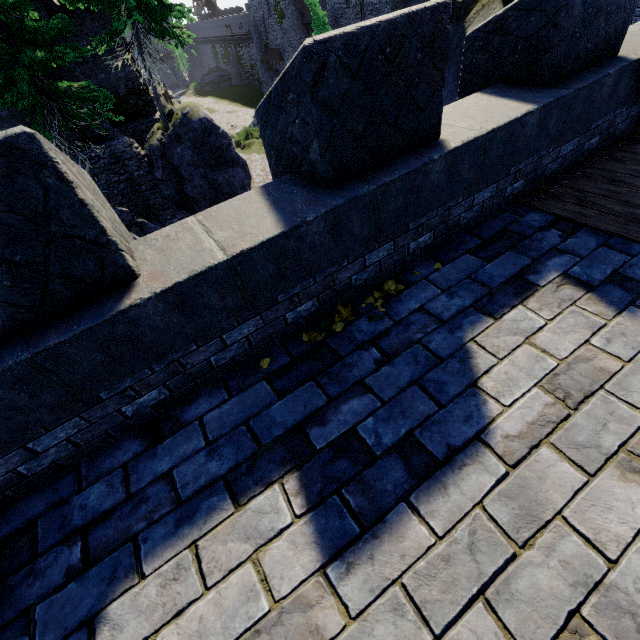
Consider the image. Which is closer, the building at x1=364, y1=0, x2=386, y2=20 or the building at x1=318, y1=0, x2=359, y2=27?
the building at x1=364, y1=0, x2=386, y2=20

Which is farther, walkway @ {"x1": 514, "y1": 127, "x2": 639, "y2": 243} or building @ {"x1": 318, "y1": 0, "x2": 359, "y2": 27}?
building @ {"x1": 318, "y1": 0, "x2": 359, "y2": 27}

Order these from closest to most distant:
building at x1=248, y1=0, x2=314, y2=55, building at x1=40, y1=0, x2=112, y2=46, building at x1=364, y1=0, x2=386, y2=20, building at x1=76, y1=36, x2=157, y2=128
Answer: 1. building at x1=40, y1=0, x2=112, y2=46
2. building at x1=76, y1=36, x2=157, y2=128
3. building at x1=364, y1=0, x2=386, y2=20
4. building at x1=248, y1=0, x2=314, y2=55

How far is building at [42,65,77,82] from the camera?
15.4 meters

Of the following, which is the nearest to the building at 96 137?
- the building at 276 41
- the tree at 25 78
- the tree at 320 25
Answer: the tree at 25 78

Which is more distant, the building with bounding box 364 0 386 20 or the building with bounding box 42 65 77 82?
the building with bounding box 364 0 386 20

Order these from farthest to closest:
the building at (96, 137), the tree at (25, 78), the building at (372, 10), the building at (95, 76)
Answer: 1. the building at (372, 10)
2. the building at (95, 76)
3. the building at (96, 137)
4. the tree at (25, 78)

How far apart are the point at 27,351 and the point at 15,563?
1.47m
